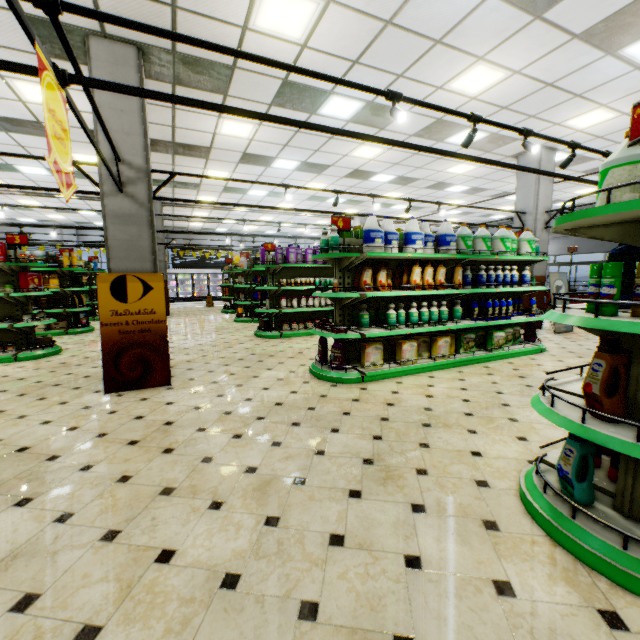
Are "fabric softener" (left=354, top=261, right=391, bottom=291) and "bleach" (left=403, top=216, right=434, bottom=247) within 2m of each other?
yes

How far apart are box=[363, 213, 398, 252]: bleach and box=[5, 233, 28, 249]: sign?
6.8m

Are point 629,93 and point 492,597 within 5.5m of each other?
no

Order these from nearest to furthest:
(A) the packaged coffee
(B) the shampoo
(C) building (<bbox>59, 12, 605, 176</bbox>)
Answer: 1. (C) building (<bbox>59, 12, 605, 176</bbox>)
2. (B) the shampoo
3. (A) the packaged coffee

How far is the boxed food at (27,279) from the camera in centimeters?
636cm

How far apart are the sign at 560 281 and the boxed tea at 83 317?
13.35m

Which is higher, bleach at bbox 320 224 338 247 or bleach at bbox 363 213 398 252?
bleach at bbox 320 224 338 247

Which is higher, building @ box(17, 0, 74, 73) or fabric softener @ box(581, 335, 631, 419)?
building @ box(17, 0, 74, 73)
